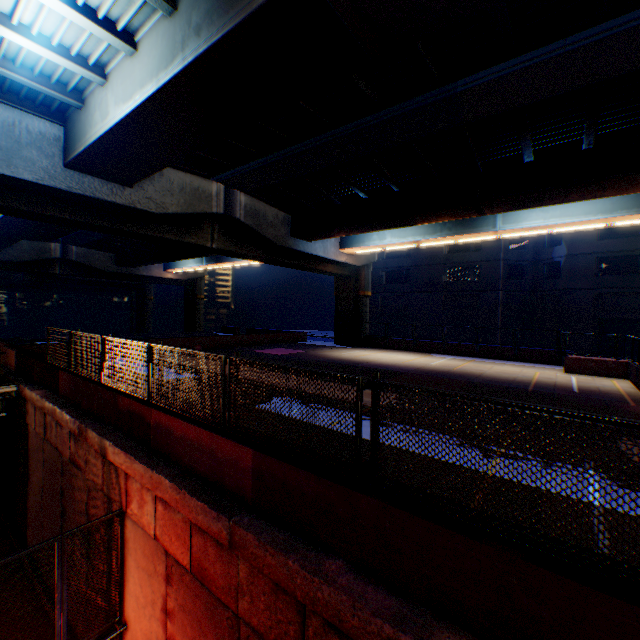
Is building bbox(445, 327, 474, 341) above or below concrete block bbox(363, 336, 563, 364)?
above

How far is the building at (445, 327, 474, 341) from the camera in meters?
32.9

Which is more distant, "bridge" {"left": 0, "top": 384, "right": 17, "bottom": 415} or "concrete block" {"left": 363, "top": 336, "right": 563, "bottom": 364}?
"concrete block" {"left": 363, "top": 336, "right": 563, "bottom": 364}

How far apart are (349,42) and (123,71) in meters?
6.1

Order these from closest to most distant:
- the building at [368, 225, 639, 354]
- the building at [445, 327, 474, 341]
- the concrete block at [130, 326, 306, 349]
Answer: the concrete block at [130, 326, 306, 349]
the building at [368, 225, 639, 354]
the building at [445, 327, 474, 341]

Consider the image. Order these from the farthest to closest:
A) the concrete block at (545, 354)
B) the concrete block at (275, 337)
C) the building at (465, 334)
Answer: the building at (465, 334) → the concrete block at (275, 337) → the concrete block at (545, 354)

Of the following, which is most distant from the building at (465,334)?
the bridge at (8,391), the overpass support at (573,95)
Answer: the bridge at (8,391)

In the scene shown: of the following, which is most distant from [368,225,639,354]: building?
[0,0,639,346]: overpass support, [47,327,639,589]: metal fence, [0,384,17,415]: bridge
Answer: [0,384,17,415]: bridge
